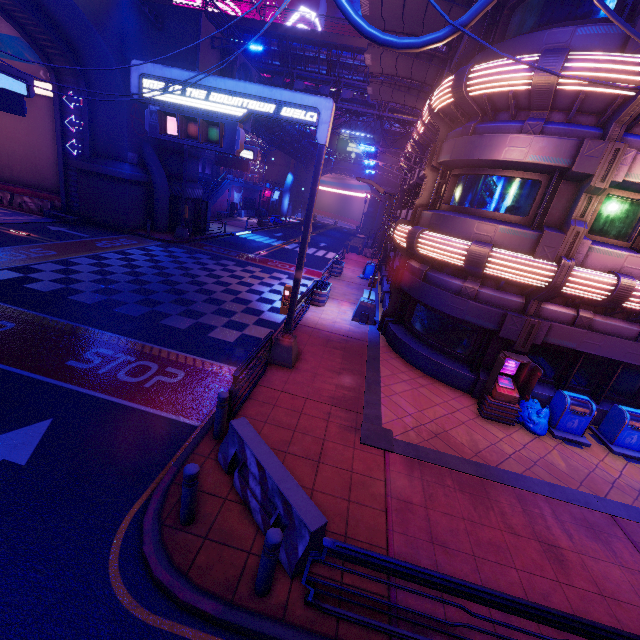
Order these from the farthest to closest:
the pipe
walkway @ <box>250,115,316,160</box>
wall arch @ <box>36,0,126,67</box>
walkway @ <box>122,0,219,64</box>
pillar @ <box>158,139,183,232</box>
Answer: walkway @ <box>250,115,316,160</box>
the pipe
pillar @ <box>158,139,183,232</box>
walkway @ <box>122,0,219,64</box>
wall arch @ <box>36,0,126,67</box>

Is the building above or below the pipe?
above

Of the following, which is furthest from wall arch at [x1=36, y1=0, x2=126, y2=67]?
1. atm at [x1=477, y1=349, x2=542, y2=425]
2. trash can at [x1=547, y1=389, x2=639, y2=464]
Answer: trash can at [x1=547, y1=389, x2=639, y2=464]

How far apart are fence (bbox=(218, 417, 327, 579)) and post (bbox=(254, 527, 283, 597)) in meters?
0.3 m

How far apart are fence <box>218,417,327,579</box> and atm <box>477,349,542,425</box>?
6.5m

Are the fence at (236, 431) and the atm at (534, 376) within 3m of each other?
no

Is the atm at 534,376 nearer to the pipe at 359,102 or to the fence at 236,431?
the fence at 236,431

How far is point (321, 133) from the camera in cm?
793
